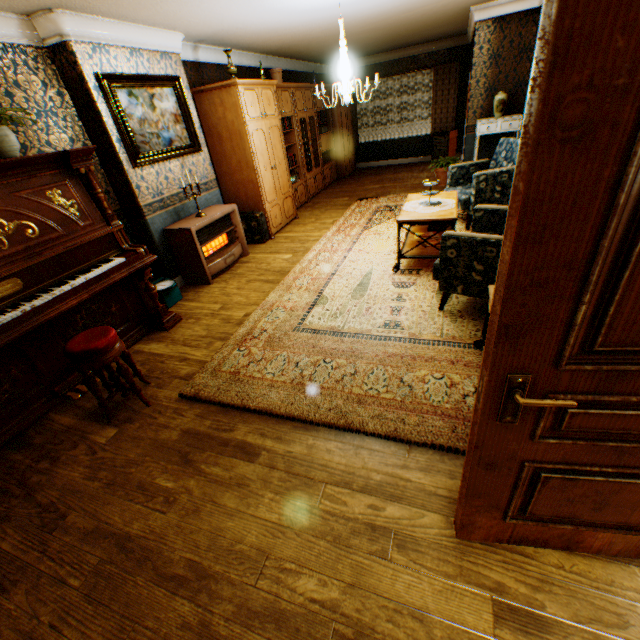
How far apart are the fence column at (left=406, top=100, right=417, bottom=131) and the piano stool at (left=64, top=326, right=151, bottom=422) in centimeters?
2756cm

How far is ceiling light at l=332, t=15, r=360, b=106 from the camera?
4.0 meters

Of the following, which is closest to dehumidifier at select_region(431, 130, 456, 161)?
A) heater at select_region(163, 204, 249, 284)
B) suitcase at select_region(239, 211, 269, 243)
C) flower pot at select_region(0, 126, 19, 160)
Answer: suitcase at select_region(239, 211, 269, 243)

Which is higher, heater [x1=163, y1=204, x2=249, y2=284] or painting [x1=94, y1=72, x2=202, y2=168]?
painting [x1=94, y1=72, x2=202, y2=168]

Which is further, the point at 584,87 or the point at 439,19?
the point at 439,19

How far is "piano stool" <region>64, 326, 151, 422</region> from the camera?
2.5m

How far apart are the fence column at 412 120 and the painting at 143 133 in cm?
2417

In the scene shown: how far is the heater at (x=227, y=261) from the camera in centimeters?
463cm
